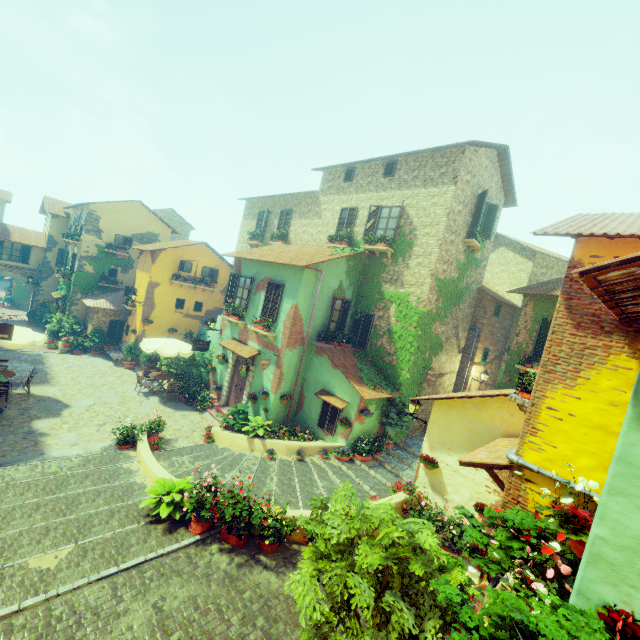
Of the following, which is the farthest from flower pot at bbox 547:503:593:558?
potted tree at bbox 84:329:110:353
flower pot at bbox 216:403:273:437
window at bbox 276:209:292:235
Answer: potted tree at bbox 84:329:110:353

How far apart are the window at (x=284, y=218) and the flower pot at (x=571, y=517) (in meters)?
18.20

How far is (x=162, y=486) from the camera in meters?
7.9 m

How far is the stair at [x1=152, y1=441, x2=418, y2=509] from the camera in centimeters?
962cm

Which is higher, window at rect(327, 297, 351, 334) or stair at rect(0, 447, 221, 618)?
window at rect(327, 297, 351, 334)

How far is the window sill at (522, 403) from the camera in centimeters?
610cm

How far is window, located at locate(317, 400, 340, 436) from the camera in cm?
1236

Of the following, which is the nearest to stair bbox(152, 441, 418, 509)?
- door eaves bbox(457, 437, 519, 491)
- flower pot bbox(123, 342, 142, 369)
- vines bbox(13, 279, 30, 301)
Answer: door eaves bbox(457, 437, 519, 491)
